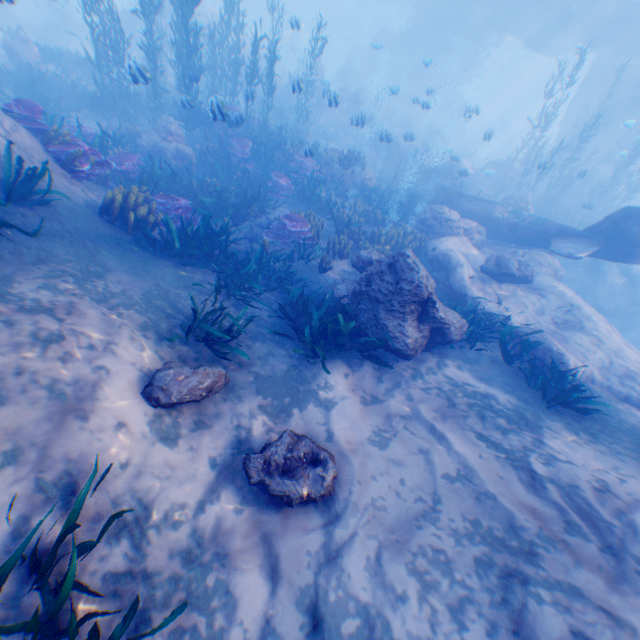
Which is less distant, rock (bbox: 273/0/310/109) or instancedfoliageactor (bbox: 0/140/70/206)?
instancedfoliageactor (bbox: 0/140/70/206)

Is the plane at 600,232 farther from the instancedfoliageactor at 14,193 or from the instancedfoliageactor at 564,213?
the instancedfoliageactor at 14,193

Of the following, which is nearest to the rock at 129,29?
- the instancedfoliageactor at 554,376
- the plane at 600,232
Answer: the plane at 600,232

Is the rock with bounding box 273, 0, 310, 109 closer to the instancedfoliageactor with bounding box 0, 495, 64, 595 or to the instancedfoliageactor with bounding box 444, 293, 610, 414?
the instancedfoliageactor with bounding box 0, 495, 64, 595

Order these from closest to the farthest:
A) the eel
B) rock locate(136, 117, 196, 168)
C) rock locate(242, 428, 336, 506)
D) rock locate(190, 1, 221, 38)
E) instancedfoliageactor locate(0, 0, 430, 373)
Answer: rock locate(242, 428, 336, 506)
instancedfoliageactor locate(0, 0, 430, 373)
rock locate(136, 117, 196, 168)
the eel
rock locate(190, 1, 221, 38)

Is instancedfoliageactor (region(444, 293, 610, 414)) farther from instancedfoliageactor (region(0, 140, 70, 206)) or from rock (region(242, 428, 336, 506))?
instancedfoliageactor (region(0, 140, 70, 206))

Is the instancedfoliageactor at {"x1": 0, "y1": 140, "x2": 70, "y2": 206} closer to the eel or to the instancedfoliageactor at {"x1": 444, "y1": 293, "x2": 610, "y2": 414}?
the instancedfoliageactor at {"x1": 444, "y1": 293, "x2": 610, "y2": 414}

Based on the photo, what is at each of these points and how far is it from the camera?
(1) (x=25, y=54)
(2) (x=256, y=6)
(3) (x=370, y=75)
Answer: (1) rock, 14.34m
(2) rock, 52.62m
(3) rock, 37.34m
